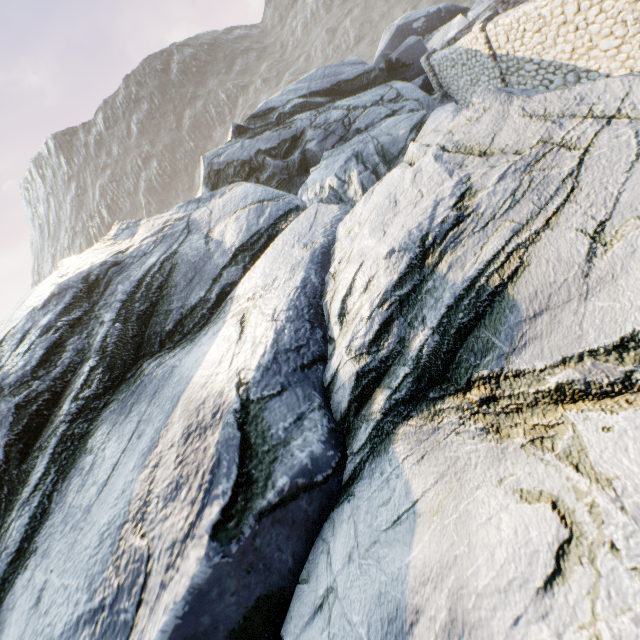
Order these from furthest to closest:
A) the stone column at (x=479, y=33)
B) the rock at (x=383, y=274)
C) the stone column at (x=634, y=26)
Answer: the stone column at (x=479, y=33), the stone column at (x=634, y=26), the rock at (x=383, y=274)

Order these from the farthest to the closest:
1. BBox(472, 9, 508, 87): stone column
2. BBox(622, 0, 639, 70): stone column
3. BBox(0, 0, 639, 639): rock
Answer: BBox(472, 9, 508, 87): stone column, BBox(622, 0, 639, 70): stone column, BBox(0, 0, 639, 639): rock

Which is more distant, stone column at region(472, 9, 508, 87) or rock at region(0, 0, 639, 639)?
stone column at region(472, 9, 508, 87)

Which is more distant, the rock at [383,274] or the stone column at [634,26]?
the stone column at [634,26]

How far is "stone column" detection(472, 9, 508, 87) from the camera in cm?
1120

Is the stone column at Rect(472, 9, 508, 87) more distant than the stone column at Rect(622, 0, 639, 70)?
Yes

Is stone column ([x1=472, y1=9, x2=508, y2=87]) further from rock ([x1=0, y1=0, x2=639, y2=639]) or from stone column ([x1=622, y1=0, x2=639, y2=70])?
stone column ([x1=622, y1=0, x2=639, y2=70])

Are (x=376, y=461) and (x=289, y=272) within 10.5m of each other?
yes
